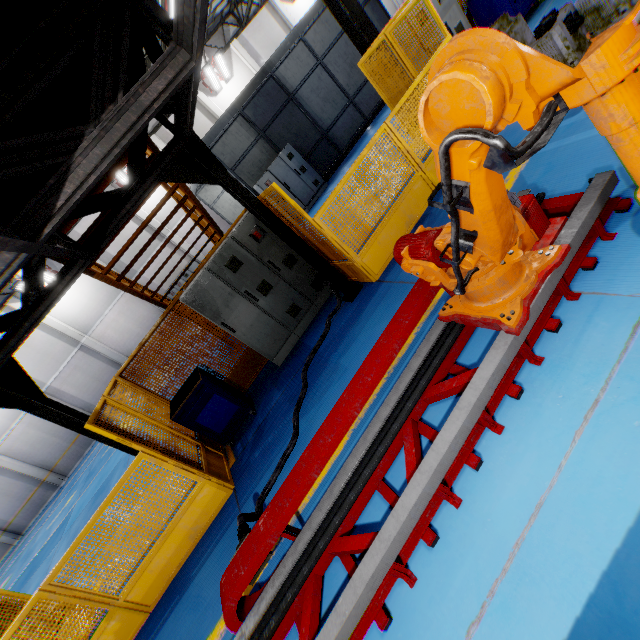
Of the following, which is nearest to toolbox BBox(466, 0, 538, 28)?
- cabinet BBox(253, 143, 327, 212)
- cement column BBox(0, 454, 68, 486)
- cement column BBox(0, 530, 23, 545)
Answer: cabinet BBox(253, 143, 327, 212)

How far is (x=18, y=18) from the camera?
2.1 meters

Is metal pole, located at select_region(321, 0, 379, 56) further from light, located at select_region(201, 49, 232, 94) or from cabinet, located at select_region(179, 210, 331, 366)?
light, located at select_region(201, 49, 232, 94)

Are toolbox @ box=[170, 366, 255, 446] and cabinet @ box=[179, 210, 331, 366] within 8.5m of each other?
yes

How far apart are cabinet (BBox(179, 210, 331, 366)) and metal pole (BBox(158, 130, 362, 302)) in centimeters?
64cm

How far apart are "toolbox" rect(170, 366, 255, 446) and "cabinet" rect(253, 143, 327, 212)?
8.4 meters

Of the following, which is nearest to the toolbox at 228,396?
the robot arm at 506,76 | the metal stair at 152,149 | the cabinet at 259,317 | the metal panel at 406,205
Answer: the metal panel at 406,205

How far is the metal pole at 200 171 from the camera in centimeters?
437cm
